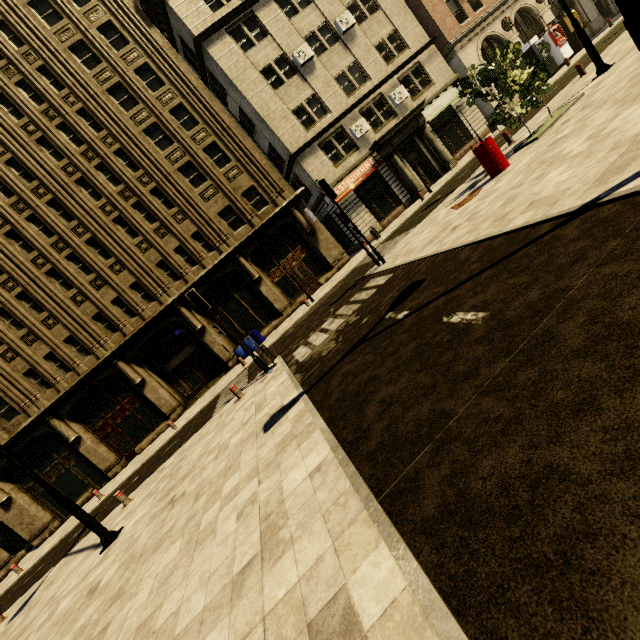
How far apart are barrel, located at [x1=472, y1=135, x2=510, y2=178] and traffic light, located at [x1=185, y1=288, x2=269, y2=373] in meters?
9.9

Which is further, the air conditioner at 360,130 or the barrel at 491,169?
the air conditioner at 360,130

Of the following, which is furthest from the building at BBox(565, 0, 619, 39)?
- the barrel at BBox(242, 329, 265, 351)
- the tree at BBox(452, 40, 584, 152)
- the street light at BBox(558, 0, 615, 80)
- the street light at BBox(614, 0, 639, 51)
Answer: the tree at BBox(452, 40, 584, 152)

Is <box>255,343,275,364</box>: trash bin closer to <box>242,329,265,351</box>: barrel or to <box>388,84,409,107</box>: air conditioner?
<box>242,329,265,351</box>: barrel

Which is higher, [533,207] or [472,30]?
[472,30]

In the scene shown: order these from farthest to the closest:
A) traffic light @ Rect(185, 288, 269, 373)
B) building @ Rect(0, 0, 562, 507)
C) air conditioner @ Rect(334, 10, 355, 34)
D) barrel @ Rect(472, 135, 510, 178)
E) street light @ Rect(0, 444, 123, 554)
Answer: air conditioner @ Rect(334, 10, 355, 34) → building @ Rect(0, 0, 562, 507) → traffic light @ Rect(185, 288, 269, 373) → barrel @ Rect(472, 135, 510, 178) → street light @ Rect(0, 444, 123, 554)

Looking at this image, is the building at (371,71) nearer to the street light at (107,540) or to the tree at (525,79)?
the street light at (107,540)

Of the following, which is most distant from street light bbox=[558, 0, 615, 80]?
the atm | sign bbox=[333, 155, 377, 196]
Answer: the atm
